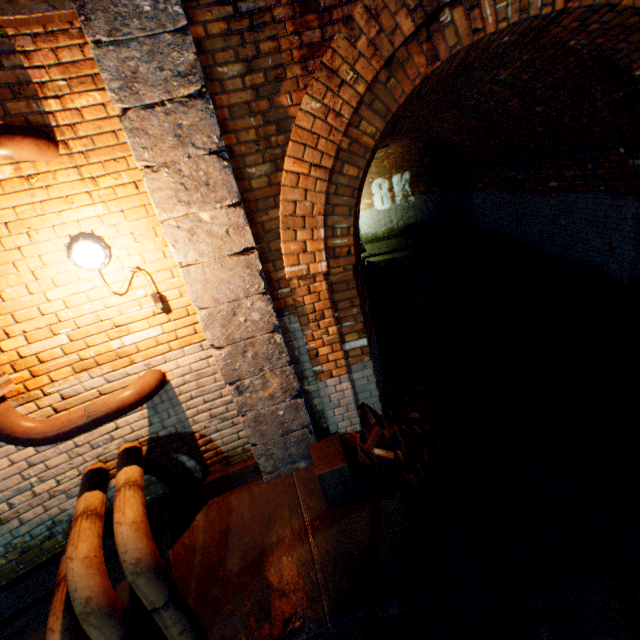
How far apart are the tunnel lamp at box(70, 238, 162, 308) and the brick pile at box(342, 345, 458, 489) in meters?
2.3

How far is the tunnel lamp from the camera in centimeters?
249cm

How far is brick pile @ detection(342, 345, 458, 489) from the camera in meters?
3.6 m

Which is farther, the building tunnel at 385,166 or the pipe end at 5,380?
the building tunnel at 385,166

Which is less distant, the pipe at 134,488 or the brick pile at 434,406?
the pipe at 134,488

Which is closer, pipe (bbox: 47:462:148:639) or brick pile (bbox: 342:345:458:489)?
pipe (bbox: 47:462:148:639)

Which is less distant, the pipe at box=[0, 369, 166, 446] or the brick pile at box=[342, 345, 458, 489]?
the pipe at box=[0, 369, 166, 446]

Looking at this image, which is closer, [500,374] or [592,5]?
[592,5]
